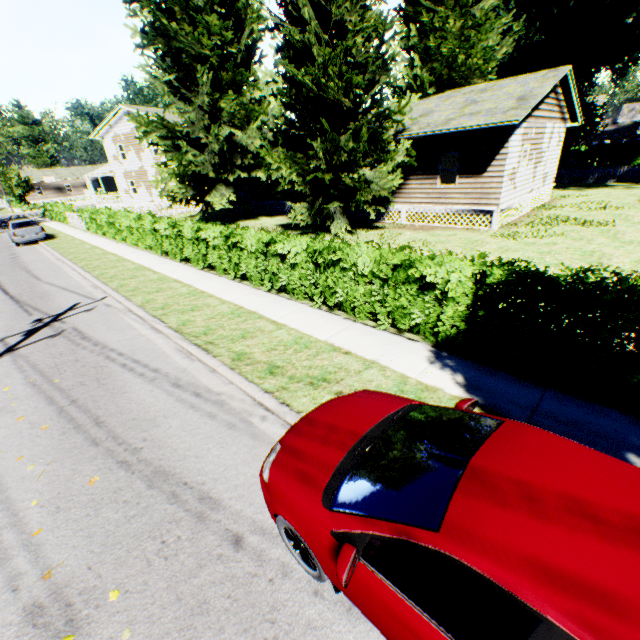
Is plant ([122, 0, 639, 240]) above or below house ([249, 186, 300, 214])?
above

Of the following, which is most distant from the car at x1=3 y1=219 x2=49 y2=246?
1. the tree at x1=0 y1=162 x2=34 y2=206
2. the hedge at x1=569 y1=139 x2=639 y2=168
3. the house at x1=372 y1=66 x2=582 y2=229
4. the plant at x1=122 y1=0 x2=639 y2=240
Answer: the hedge at x1=569 y1=139 x2=639 y2=168

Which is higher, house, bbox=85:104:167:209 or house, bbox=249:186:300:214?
house, bbox=85:104:167:209

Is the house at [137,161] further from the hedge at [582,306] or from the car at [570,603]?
the car at [570,603]

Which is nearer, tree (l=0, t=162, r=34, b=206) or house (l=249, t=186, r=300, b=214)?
house (l=249, t=186, r=300, b=214)

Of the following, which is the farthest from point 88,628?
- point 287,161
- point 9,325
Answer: point 287,161

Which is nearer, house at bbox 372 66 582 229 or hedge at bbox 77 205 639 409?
hedge at bbox 77 205 639 409

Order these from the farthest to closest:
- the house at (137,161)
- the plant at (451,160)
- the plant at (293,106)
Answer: the house at (137,161) < the plant at (451,160) < the plant at (293,106)
